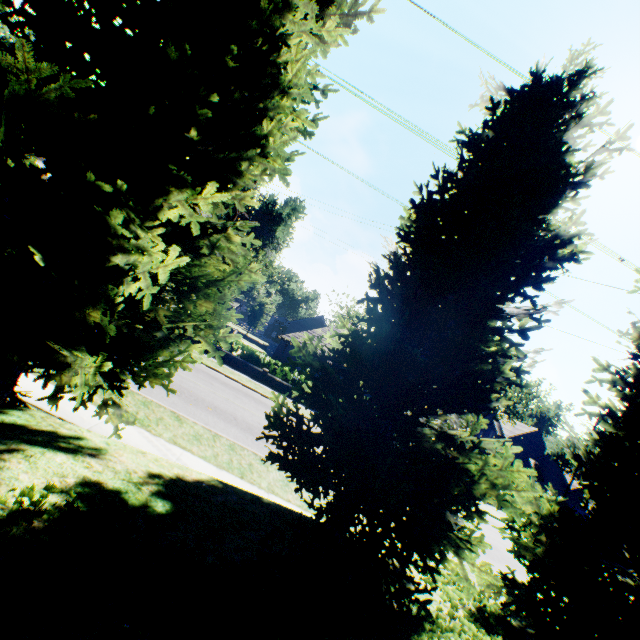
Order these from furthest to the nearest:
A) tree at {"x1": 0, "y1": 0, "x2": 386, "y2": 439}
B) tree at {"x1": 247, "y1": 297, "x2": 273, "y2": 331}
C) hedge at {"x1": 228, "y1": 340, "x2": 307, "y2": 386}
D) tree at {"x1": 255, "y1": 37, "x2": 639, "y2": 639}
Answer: tree at {"x1": 247, "y1": 297, "x2": 273, "y2": 331}
hedge at {"x1": 228, "y1": 340, "x2": 307, "y2": 386}
tree at {"x1": 255, "y1": 37, "x2": 639, "y2": 639}
tree at {"x1": 0, "y1": 0, "x2": 386, "y2": 439}

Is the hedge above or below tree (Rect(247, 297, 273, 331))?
below

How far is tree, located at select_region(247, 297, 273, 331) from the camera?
51.1m

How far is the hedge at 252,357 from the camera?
22.36m

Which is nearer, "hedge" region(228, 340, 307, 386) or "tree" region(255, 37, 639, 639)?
"tree" region(255, 37, 639, 639)

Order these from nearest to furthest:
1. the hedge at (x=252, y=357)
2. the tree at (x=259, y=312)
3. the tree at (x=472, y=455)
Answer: the tree at (x=472, y=455)
the hedge at (x=252, y=357)
the tree at (x=259, y=312)

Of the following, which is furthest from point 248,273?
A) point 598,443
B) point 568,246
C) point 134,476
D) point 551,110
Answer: point 598,443
